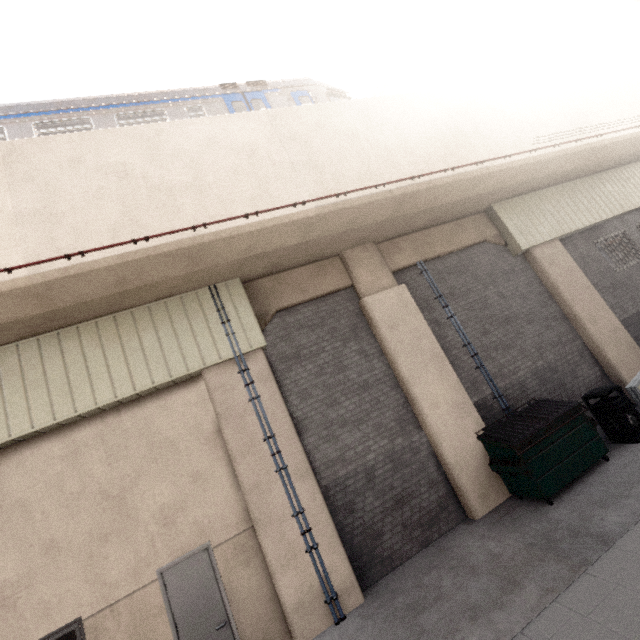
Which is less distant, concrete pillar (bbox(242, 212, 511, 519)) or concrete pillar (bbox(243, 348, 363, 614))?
concrete pillar (bbox(243, 348, 363, 614))

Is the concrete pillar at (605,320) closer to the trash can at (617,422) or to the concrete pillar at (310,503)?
the trash can at (617,422)

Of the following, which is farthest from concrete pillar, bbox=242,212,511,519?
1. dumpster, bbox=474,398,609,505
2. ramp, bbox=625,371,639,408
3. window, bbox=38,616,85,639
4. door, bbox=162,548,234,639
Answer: window, bbox=38,616,85,639

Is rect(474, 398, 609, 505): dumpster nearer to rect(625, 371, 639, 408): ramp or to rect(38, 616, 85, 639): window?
rect(625, 371, 639, 408): ramp

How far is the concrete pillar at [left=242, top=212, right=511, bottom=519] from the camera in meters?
7.2 m

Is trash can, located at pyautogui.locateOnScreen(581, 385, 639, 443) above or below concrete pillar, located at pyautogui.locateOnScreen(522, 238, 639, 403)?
below

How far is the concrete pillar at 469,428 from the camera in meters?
7.2

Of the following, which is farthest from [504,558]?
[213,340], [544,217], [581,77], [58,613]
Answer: [581,77]
